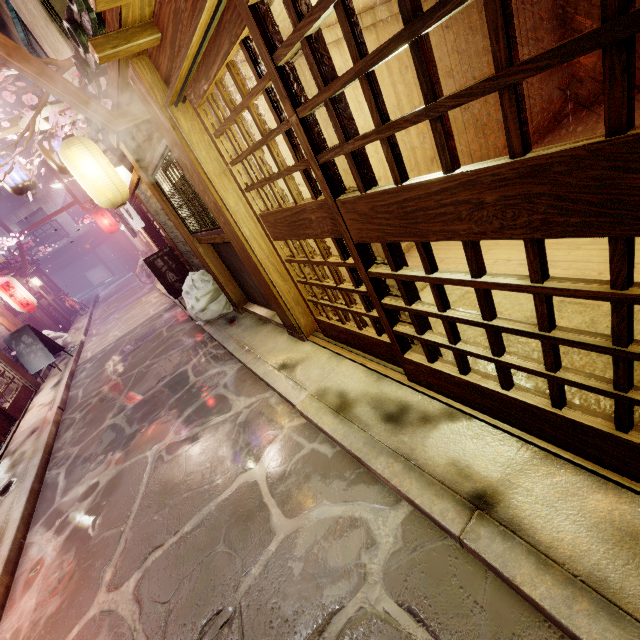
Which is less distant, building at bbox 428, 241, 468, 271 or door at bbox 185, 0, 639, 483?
door at bbox 185, 0, 639, 483

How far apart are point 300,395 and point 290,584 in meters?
2.8 m

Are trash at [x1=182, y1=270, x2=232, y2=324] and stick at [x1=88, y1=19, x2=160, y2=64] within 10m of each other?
yes

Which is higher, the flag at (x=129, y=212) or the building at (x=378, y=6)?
the building at (x=378, y=6)

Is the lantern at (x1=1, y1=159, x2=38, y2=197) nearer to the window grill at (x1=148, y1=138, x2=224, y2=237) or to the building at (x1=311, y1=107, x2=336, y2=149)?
the window grill at (x1=148, y1=138, x2=224, y2=237)

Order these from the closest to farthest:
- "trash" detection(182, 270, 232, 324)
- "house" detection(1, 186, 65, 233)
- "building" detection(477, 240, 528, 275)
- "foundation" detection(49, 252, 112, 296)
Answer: "building" detection(477, 240, 528, 275)
"trash" detection(182, 270, 232, 324)
"house" detection(1, 186, 65, 233)
"foundation" detection(49, 252, 112, 296)

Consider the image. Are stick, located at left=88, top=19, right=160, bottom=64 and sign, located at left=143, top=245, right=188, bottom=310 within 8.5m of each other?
no

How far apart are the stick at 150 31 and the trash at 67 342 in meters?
19.8
